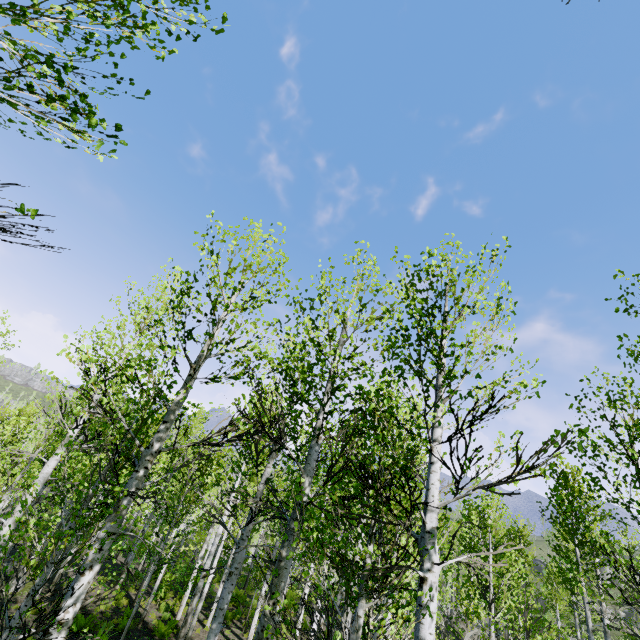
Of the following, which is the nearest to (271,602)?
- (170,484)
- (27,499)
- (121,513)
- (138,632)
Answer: (121,513)
